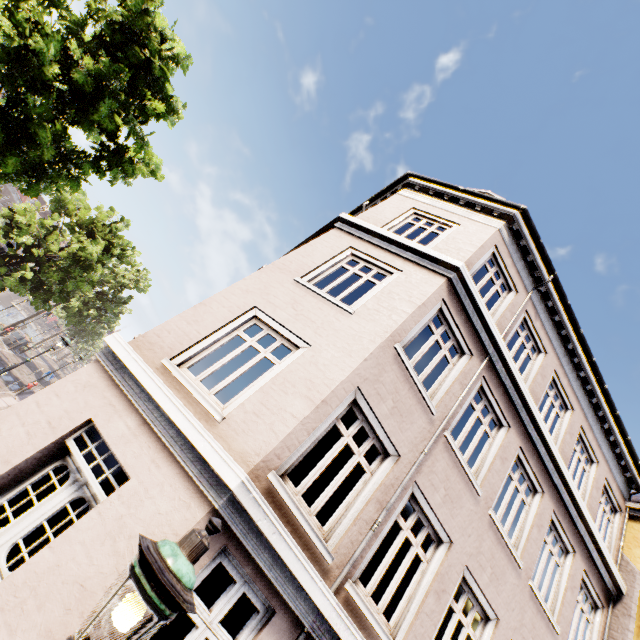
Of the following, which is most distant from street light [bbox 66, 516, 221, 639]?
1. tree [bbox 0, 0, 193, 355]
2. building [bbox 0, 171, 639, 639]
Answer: tree [bbox 0, 0, 193, 355]

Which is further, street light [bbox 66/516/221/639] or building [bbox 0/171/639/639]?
building [bbox 0/171/639/639]

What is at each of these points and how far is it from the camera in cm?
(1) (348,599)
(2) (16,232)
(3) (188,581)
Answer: (1) building, 444
(2) tree, 1744
(3) street light, 183

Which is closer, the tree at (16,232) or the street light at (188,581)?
the street light at (188,581)

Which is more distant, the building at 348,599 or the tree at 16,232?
the tree at 16,232

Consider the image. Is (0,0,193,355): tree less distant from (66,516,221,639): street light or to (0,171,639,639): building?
(0,171,639,639): building

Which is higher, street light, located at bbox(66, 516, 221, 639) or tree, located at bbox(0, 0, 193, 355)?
tree, located at bbox(0, 0, 193, 355)
